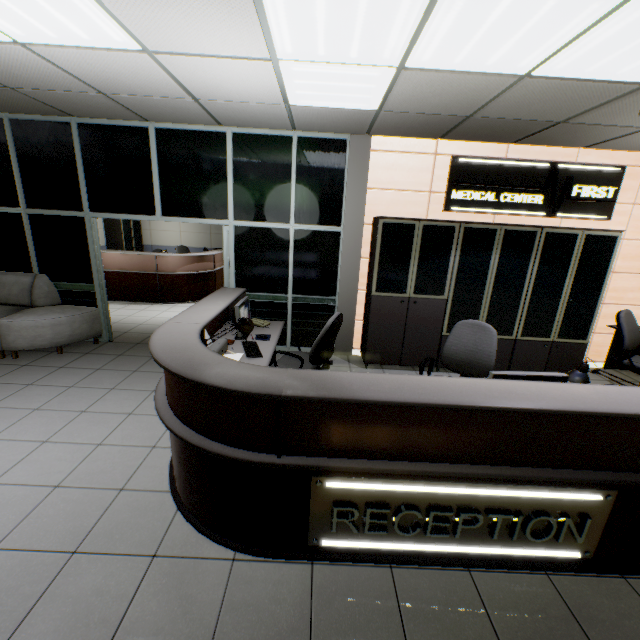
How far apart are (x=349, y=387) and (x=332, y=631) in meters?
1.3

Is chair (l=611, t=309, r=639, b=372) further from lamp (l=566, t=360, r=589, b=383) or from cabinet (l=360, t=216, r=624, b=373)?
lamp (l=566, t=360, r=589, b=383)

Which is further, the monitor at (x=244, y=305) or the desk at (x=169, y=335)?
the monitor at (x=244, y=305)

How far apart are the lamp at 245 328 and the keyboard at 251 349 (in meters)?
0.43

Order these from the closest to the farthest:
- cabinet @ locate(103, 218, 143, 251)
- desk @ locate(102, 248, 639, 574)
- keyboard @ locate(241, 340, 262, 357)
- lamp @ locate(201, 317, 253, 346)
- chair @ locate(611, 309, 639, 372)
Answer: desk @ locate(102, 248, 639, 574) < lamp @ locate(201, 317, 253, 346) < keyboard @ locate(241, 340, 262, 357) < chair @ locate(611, 309, 639, 372) < cabinet @ locate(103, 218, 143, 251)

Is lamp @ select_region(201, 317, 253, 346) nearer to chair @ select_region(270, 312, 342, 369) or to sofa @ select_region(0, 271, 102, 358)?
chair @ select_region(270, 312, 342, 369)

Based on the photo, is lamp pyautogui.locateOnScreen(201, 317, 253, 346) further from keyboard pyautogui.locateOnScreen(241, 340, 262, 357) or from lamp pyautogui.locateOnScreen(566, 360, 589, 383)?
lamp pyautogui.locateOnScreen(566, 360, 589, 383)

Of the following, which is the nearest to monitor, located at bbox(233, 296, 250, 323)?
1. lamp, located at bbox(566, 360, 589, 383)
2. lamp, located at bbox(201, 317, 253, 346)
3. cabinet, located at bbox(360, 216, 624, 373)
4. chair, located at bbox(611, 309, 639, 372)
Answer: lamp, located at bbox(201, 317, 253, 346)
